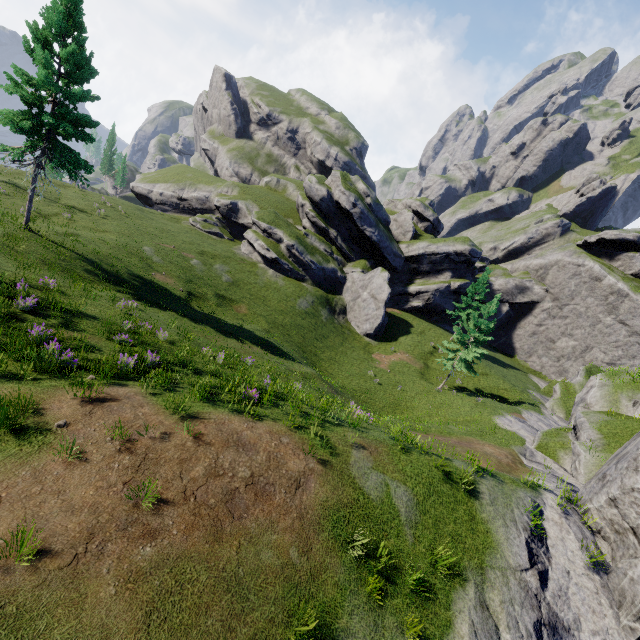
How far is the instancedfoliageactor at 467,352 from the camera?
30.1 meters

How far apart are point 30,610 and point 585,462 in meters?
23.6 m

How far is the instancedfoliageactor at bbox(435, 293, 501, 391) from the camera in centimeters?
3006cm
